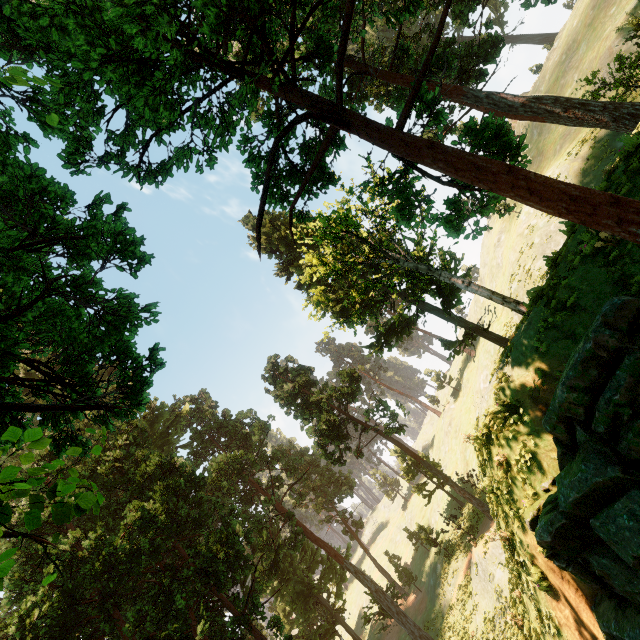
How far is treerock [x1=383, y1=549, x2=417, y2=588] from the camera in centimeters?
3494cm

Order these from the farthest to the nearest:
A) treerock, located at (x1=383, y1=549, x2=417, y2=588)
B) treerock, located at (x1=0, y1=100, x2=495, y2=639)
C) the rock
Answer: treerock, located at (x1=383, y1=549, x2=417, y2=588)
treerock, located at (x1=0, y1=100, x2=495, y2=639)
the rock

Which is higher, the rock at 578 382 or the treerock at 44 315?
the treerock at 44 315

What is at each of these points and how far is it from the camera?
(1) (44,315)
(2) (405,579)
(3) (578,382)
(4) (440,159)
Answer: (1) treerock, 10.47m
(2) treerock, 42.34m
(3) rock, 6.75m
(4) treerock, 6.96m

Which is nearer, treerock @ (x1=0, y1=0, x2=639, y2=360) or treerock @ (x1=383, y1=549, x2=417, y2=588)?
treerock @ (x1=0, y1=0, x2=639, y2=360)

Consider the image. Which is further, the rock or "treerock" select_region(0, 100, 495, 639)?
"treerock" select_region(0, 100, 495, 639)

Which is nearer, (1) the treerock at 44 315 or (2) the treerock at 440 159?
(2) the treerock at 440 159

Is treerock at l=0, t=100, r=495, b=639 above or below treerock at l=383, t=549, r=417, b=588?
above
